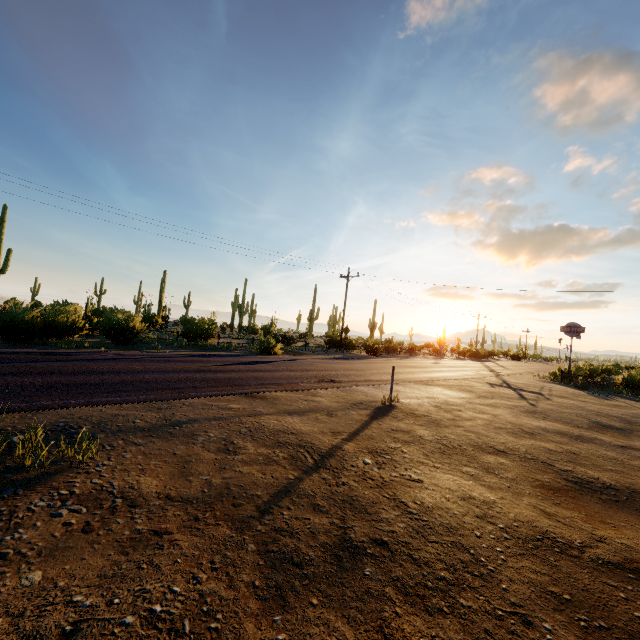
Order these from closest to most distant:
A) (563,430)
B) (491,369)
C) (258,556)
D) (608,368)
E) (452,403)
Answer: (258,556)
(563,430)
(452,403)
(491,369)
(608,368)

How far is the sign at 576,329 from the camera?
25.06m

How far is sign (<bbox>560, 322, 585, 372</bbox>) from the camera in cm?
2506
